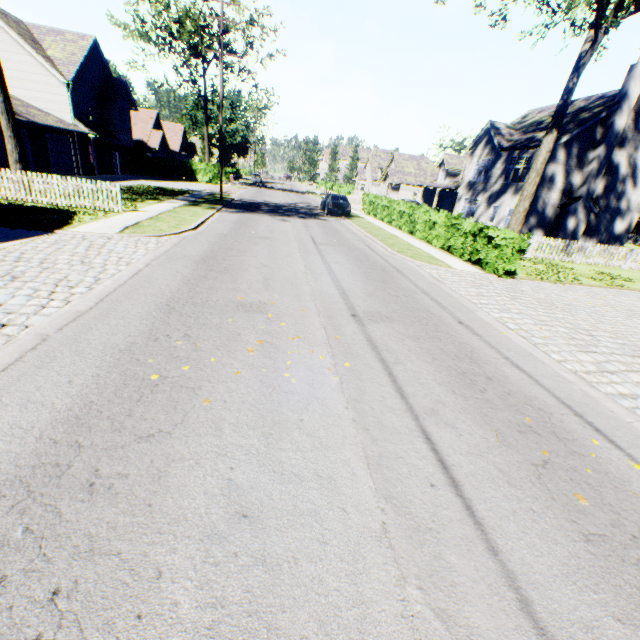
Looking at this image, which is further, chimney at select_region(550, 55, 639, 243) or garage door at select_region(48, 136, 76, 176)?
garage door at select_region(48, 136, 76, 176)

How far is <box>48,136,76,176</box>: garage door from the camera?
24.6 meters

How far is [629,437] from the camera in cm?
453

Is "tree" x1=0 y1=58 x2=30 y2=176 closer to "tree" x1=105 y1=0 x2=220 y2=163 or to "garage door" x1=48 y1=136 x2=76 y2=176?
"garage door" x1=48 y1=136 x2=76 y2=176

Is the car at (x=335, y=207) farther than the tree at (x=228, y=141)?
No

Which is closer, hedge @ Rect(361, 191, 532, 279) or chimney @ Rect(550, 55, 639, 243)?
hedge @ Rect(361, 191, 532, 279)

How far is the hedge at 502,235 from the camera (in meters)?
12.63
